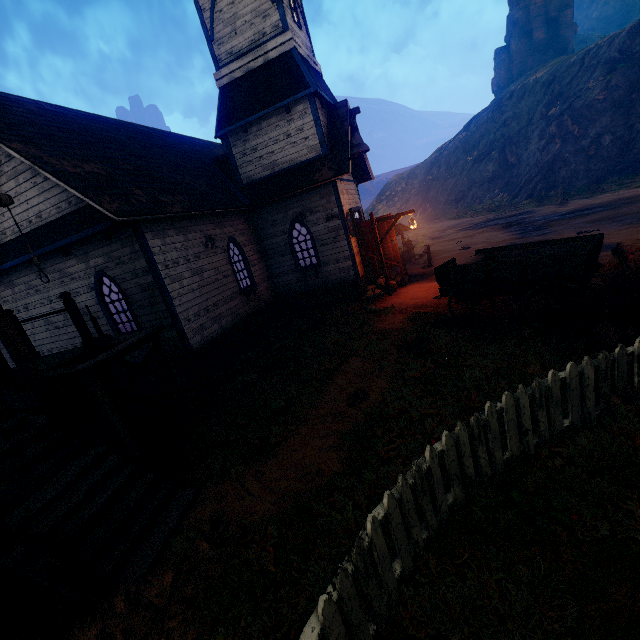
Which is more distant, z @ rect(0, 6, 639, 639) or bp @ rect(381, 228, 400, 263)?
bp @ rect(381, 228, 400, 263)

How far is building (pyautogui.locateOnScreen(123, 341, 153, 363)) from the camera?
10.0 meters

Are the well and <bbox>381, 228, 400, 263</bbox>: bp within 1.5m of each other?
no

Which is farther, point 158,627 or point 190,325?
point 190,325

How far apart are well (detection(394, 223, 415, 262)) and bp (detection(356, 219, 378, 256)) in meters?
4.9 m

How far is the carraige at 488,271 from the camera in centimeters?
631cm

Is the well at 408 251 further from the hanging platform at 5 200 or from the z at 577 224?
the hanging platform at 5 200

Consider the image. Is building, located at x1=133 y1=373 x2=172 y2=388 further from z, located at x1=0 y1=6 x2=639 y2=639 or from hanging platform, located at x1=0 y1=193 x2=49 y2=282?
hanging platform, located at x1=0 y1=193 x2=49 y2=282
